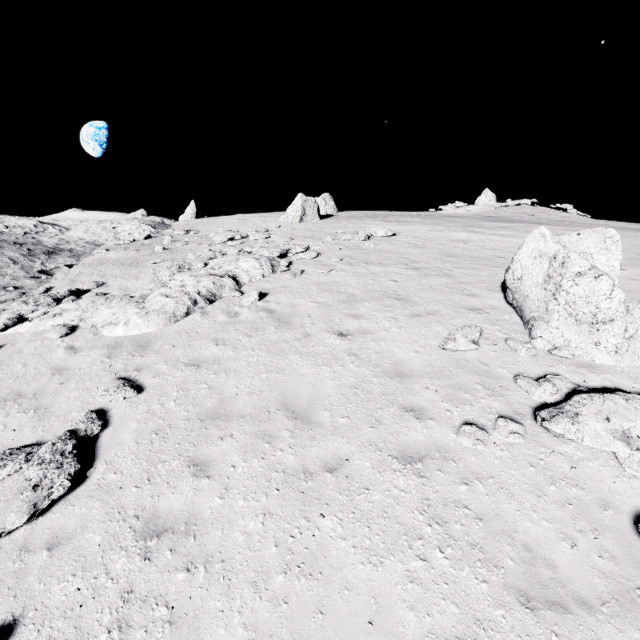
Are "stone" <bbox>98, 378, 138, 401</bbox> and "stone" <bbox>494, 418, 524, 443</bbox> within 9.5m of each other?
yes

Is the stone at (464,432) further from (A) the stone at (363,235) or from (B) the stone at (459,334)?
(A) the stone at (363,235)

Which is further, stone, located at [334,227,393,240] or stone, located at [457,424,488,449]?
stone, located at [334,227,393,240]

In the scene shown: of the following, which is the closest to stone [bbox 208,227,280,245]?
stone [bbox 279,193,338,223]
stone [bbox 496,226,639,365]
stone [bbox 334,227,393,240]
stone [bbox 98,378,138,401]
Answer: stone [bbox 98,378,138,401]

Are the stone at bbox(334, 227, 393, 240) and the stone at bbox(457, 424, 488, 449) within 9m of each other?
no

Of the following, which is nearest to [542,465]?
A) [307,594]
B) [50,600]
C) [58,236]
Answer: [307,594]

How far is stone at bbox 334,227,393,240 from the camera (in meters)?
19.17

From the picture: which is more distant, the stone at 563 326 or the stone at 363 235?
the stone at 363 235
